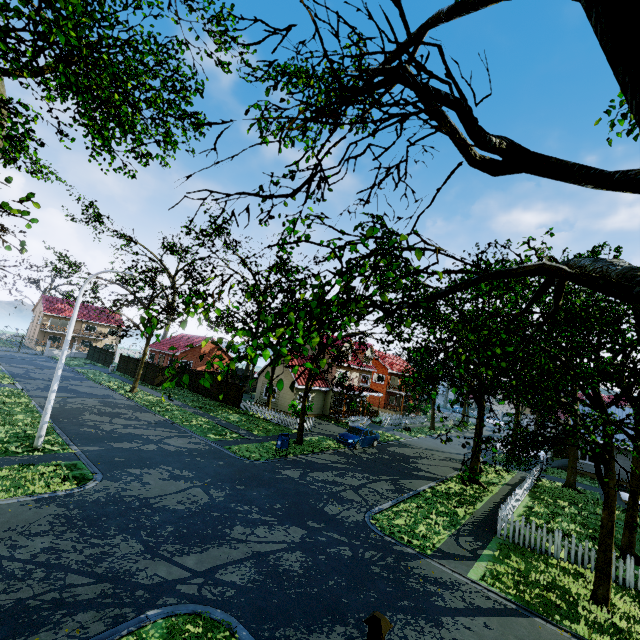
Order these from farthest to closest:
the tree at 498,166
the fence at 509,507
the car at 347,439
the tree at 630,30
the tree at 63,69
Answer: the car at 347,439 < the fence at 509,507 < the tree at 63,69 < the tree at 498,166 < the tree at 630,30

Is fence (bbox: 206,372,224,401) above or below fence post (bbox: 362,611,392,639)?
below

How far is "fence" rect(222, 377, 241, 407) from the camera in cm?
3197

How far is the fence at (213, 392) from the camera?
33.94m

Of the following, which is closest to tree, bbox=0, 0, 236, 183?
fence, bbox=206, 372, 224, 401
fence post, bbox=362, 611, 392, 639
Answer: fence, bbox=206, 372, 224, 401

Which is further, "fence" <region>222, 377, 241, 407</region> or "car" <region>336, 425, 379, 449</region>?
"fence" <region>222, 377, 241, 407</region>

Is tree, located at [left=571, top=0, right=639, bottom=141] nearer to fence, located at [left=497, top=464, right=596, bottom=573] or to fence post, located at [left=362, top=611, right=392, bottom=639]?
fence, located at [left=497, top=464, right=596, bottom=573]

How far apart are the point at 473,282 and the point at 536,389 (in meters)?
5.53
